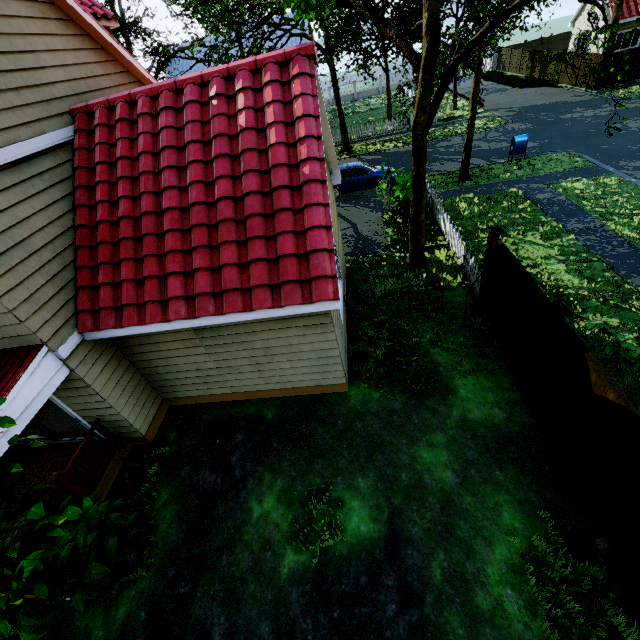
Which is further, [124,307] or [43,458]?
[43,458]

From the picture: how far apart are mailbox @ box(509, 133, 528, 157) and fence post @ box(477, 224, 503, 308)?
12.45m

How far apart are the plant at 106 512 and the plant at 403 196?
13.1 meters

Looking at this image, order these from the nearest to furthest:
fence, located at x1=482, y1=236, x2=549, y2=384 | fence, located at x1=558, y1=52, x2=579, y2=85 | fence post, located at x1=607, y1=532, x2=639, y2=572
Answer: fence post, located at x1=607, y1=532, x2=639, y2=572
fence, located at x1=482, y1=236, x2=549, y2=384
fence, located at x1=558, y1=52, x2=579, y2=85

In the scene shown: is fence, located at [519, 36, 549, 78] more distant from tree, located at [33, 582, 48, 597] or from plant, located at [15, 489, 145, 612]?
plant, located at [15, 489, 145, 612]

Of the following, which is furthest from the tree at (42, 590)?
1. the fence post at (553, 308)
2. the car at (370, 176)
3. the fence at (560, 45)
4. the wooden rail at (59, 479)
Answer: the fence post at (553, 308)

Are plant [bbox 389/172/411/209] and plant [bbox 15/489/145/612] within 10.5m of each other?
no

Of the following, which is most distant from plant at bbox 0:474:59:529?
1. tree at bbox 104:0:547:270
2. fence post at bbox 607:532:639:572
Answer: fence post at bbox 607:532:639:572
